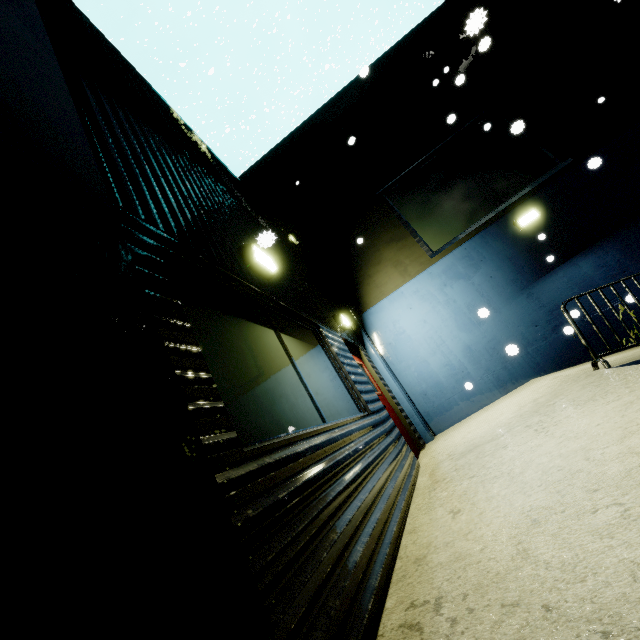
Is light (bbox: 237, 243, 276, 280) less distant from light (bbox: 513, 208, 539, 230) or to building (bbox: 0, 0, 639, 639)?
building (bbox: 0, 0, 639, 639)

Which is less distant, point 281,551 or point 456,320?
point 281,551

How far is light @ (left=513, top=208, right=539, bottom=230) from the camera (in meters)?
7.38

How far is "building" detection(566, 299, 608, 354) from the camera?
6.78m

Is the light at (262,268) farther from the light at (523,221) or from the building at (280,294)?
the light at (523,221)

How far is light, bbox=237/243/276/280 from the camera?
3.44m

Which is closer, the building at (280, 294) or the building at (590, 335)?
the building at (280, 294)

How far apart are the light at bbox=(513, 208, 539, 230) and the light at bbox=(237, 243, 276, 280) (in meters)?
6.53
